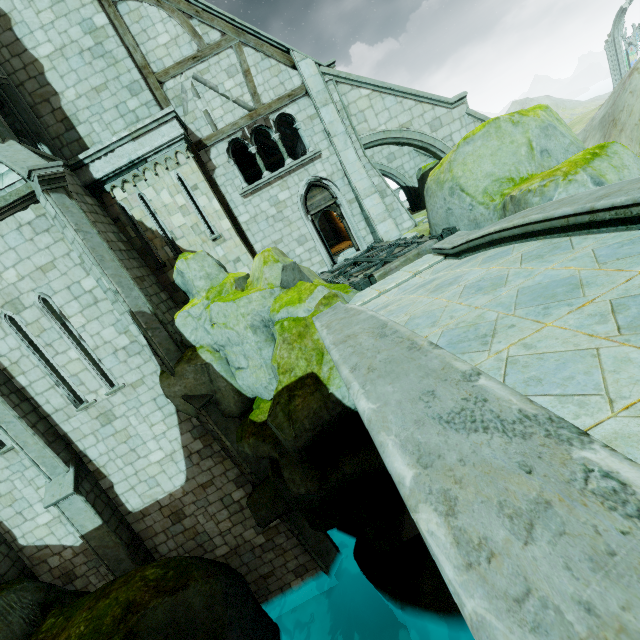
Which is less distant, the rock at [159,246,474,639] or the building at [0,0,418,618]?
the rock at [159,246,474,639]

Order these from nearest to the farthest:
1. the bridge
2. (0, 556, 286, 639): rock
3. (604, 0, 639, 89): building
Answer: the bridge < (0, 556, 286, 639): rock < (604, 0, 639, 89): building

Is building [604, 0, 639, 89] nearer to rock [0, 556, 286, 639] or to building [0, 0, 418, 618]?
building [0, 0, 418, 618]

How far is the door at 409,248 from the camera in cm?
796

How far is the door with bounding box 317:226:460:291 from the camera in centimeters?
796cm

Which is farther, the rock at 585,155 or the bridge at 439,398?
the rock at 585,155

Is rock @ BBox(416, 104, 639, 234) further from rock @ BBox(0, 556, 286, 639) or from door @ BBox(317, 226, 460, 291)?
rock @ BBox(0, 556, 286, 639)

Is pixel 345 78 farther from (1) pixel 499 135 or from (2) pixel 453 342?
(2) pixel 453 342
